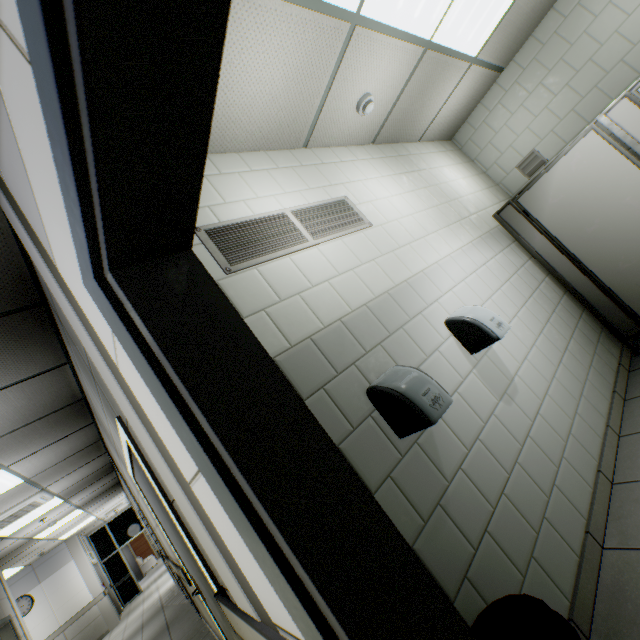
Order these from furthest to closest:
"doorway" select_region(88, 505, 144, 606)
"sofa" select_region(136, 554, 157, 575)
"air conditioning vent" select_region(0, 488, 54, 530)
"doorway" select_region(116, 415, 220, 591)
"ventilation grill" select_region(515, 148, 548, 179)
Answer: "sofa" select_region(136, 554, 157, 575) < "doorway" select_region(88, 505, 144, 606) < "air conditioning vent" select_region(0, 488, 54, 530) < "ventilation grill" select_region(515, 148, 548, 179) < "doorway" select_region(116, 415, 220, 591)

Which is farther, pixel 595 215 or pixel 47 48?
pixel 595 215

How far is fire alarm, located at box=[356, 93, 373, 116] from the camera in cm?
266

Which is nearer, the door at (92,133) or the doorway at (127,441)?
the door at (92,133)

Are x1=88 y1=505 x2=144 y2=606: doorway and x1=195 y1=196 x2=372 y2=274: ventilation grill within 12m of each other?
no

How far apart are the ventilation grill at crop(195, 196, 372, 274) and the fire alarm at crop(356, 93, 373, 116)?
0.8m

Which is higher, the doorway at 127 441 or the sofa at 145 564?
the doorway at 127 441

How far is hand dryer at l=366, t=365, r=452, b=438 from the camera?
1.5m
